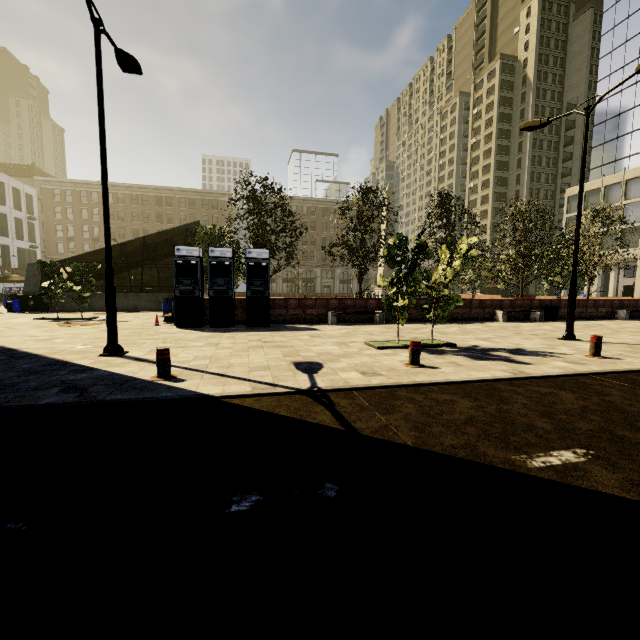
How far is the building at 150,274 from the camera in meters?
59.1 m

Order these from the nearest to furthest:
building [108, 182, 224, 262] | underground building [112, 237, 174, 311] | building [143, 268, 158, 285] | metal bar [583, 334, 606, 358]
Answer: metal bar [583, 334, 606, 358] < underground building [112, 237, 174, 311] < building [108, 182, 224, 262] < building [143, 268, 158, 285]

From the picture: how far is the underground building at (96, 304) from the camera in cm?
2184

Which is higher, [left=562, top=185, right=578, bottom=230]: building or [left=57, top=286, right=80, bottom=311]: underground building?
[left=562, top=185, right=578, bottom=230]: building

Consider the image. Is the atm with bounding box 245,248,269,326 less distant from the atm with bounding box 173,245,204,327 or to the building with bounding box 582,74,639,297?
the atm with bounding box 173,245,204,327

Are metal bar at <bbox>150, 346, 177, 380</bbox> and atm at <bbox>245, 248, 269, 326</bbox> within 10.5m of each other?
yes

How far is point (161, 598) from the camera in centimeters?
172cm

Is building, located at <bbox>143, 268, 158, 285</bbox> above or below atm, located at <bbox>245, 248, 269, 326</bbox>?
above
